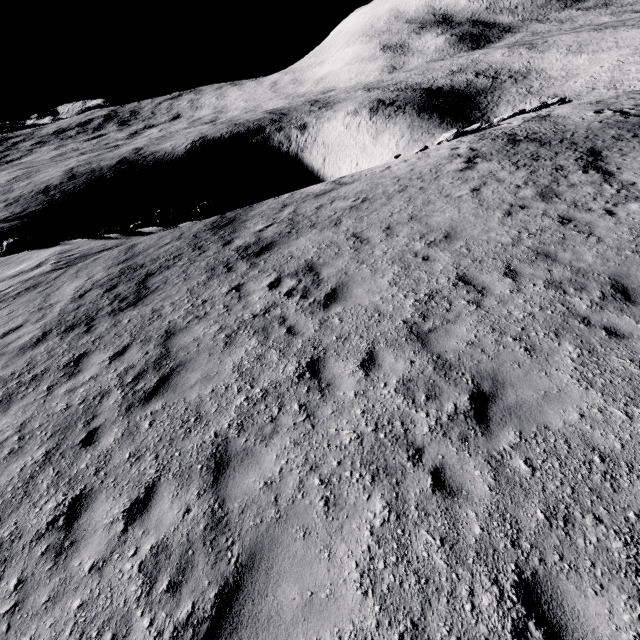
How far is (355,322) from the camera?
6.9 meters

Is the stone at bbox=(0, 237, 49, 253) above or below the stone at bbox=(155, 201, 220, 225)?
above

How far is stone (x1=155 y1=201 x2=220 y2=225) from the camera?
17.5 meters

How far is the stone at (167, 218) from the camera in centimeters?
1755cm

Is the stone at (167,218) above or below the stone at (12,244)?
below
